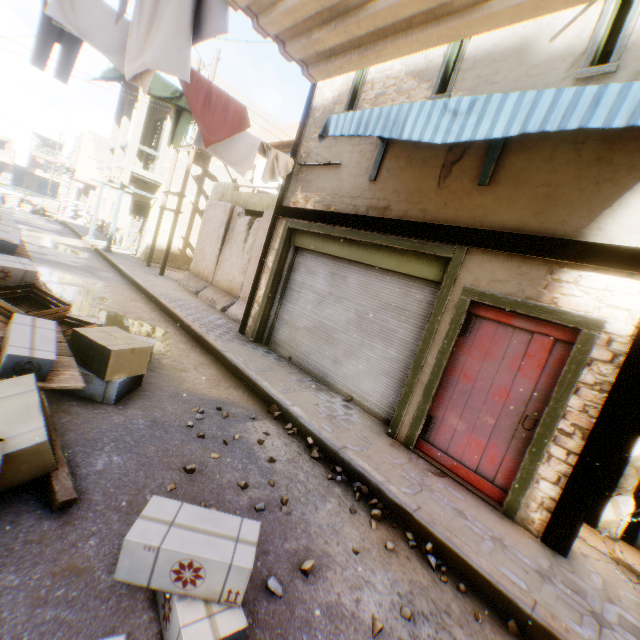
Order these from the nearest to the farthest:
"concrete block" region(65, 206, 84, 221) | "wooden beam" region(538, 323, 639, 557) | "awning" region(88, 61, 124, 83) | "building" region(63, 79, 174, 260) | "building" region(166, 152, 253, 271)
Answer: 1. "wooden beam" region(538, 323, 639, 557)
2. "awning" region(88, 61, 124, 83)
3. "building" region(63, 79, 174, 260)
4. "building" region(166, 152, 253, 271)
5. "concrete block" region(65, 206, 84, 221)

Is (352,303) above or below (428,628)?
above

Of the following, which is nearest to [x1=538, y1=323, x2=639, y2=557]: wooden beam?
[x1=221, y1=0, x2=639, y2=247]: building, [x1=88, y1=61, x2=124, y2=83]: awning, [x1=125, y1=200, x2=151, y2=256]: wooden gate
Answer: [x1=221, y1=0, x2=639, y2=247]: building

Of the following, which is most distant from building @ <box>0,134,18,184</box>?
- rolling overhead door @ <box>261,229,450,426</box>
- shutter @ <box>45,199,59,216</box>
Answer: shutter @ <box>45,199,59,216</box>

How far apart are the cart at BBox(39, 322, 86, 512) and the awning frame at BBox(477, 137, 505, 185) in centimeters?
466cm

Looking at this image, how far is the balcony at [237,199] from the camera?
10.7m

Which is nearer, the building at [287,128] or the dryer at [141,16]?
the dryer at [141,16]

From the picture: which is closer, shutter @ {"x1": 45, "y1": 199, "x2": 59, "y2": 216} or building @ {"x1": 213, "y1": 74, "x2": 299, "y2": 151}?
building @ {"x1": 213, "y1": 74, "x2": 299, "y2": 151}
